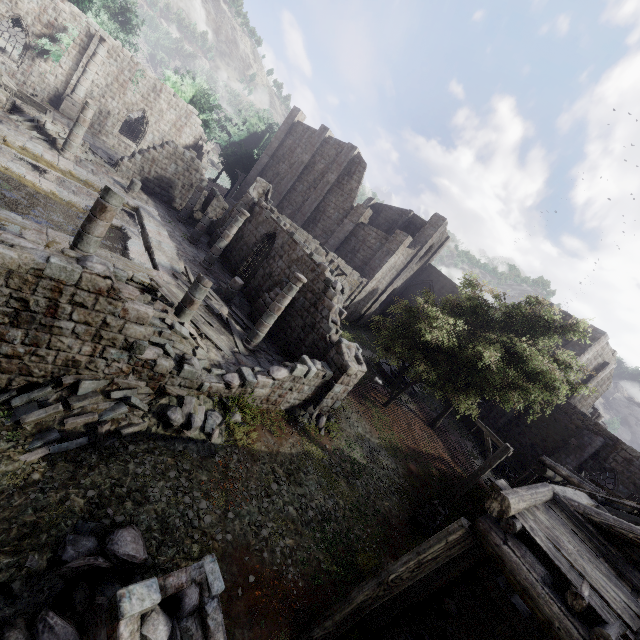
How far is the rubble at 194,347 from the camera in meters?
9.5 m

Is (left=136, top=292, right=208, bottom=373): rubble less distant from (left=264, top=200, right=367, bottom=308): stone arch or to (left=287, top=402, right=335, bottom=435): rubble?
(left=287, top=402, right=335, bottom=435): rubble

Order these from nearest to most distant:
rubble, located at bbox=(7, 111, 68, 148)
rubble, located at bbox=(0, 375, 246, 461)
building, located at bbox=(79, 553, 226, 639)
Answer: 1. building, located at bbox=(79, 553, 226, 639)
2. rubble, located at bbox=(0, 375, 246, 461)
3. rubble, located at bbox=(7, 111, 68, 148)

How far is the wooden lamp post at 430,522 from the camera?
11.90m

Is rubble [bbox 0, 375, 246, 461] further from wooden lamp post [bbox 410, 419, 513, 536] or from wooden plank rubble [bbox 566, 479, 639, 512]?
wooden plank rubble [bbox 566, 479, 639, 512]

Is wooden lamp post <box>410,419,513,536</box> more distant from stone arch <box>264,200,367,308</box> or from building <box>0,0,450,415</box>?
stone arch <box>264,200,367,308</box>

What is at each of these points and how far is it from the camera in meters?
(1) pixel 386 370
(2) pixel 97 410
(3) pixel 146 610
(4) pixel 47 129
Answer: (1) fountain, 26.4 m
(2) rubble, 7.7 m
(3) building, 3.8 m
(4) rubble, 18.2 m

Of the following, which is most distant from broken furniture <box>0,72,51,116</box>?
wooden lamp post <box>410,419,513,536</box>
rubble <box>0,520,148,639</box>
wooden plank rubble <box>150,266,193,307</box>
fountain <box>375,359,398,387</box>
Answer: wooden lamp post <box>410,419,513,536</box>
